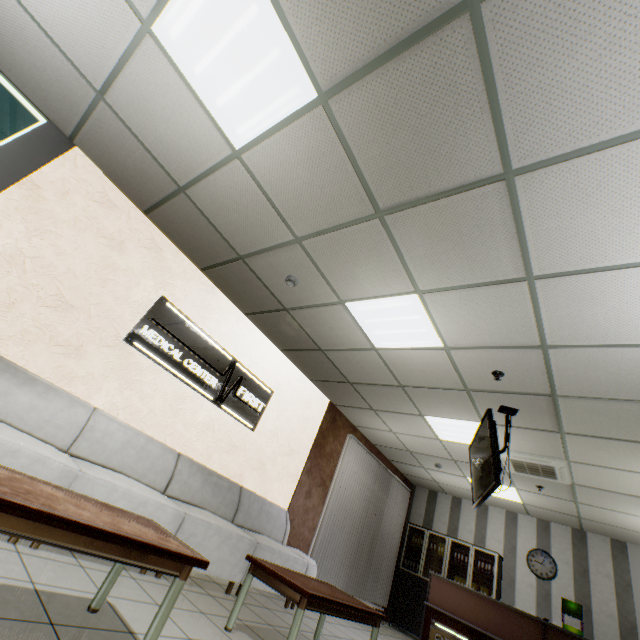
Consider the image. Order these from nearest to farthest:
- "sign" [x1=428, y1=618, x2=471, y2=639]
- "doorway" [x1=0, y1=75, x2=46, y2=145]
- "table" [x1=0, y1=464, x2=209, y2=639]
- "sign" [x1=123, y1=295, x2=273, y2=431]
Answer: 1. "table" [x1=0, y1=464, x2=209, y2=639]
2. "doorway" [x1=0, y1=75, x2=46, y2=145]
3. "sign" [x1=123, y1=295, x2=273, y2=431]
4. "sign" [x1=428, y1=618, x2=471, y2=639]

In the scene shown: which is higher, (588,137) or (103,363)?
(588,137)

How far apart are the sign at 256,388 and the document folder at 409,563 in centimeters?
633cm

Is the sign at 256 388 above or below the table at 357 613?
above

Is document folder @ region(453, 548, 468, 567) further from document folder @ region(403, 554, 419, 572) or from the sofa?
the sofa

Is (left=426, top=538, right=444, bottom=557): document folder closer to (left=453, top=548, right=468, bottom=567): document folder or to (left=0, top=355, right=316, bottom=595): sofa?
(left=453, top=548, right=468, bottom=567): document folder

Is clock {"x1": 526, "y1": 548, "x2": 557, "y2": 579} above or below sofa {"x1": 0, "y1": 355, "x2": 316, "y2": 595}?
above

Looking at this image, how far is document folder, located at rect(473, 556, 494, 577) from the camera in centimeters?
734cm
